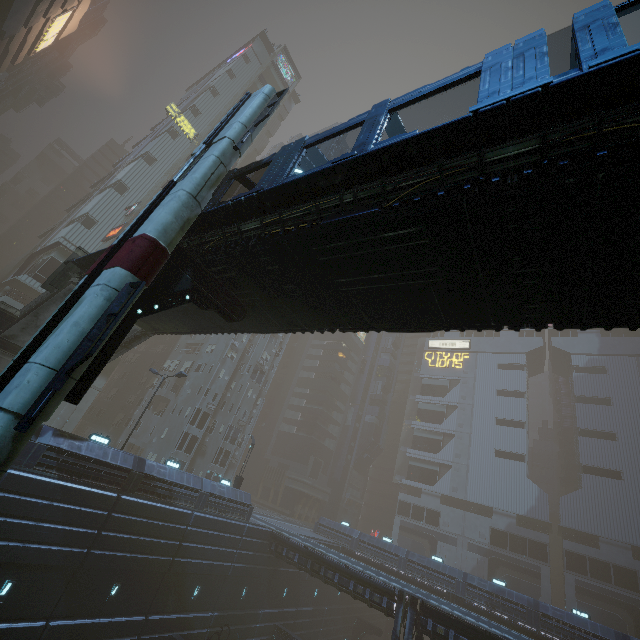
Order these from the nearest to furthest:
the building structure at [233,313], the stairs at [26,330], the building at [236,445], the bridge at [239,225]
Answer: the bridge at [239,225] < the building structure at [233,313] < the stairs at [26,330] < the building at [236,445]

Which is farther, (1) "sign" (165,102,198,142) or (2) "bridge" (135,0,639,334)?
(1) "sign" (165,102,198,142)

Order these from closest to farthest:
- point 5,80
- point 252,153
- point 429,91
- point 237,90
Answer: point 429,91, point 237,90, point 252,153, point 5,80

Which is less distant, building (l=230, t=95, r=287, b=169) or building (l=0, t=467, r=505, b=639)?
building (l=0, t=467, r=505, b=639)

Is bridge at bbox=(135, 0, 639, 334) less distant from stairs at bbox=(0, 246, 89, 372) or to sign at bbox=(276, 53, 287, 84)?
stairs at bbox=(0, 246, 89, 372)

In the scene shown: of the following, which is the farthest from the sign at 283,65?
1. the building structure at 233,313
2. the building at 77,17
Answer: the building structure at 233,313

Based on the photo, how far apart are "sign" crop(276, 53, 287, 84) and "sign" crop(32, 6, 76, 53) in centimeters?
2886cm

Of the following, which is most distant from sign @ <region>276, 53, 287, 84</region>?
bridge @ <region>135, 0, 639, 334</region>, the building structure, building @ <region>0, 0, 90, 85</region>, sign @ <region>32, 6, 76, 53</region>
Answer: the building structure
